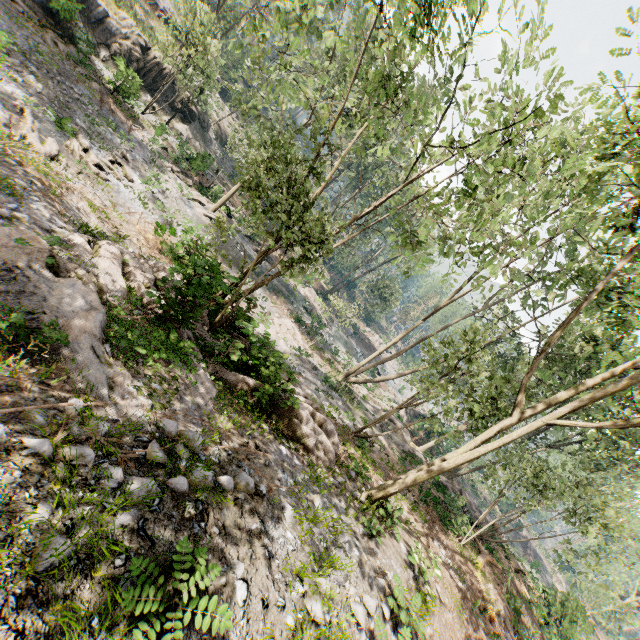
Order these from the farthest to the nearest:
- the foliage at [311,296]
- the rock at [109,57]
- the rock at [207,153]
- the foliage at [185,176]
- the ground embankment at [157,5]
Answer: the ground embankment at [157,5], the rock at [207,153], the foliage at [311,296], the foliage at [185,176], the rock at [109,57]

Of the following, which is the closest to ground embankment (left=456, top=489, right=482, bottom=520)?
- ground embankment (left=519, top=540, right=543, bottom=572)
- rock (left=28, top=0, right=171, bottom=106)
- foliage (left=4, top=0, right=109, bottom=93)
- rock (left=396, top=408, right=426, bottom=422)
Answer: foliage (left=4, top=0, right=109, bottom=93)

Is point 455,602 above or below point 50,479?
above

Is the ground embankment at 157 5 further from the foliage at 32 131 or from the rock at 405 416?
the rock at 405 416

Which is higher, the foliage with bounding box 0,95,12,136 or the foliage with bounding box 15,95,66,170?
the foliage with bounding box 0,95,12,136

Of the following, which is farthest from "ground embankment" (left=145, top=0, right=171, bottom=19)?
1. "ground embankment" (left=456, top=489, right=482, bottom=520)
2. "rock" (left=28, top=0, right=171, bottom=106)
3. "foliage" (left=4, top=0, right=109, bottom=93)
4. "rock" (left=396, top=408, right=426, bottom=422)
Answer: "ground embankment" (left=456, top=489, right=482, bottom=520)

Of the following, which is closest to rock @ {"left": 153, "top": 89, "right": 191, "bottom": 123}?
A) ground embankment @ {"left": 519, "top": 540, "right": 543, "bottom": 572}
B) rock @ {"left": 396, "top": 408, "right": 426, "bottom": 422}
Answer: rock @ {"left": 396, "top": 408, "right": 426, "bottom": 422}

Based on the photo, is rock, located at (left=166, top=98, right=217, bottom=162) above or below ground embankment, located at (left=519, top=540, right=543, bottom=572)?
below
